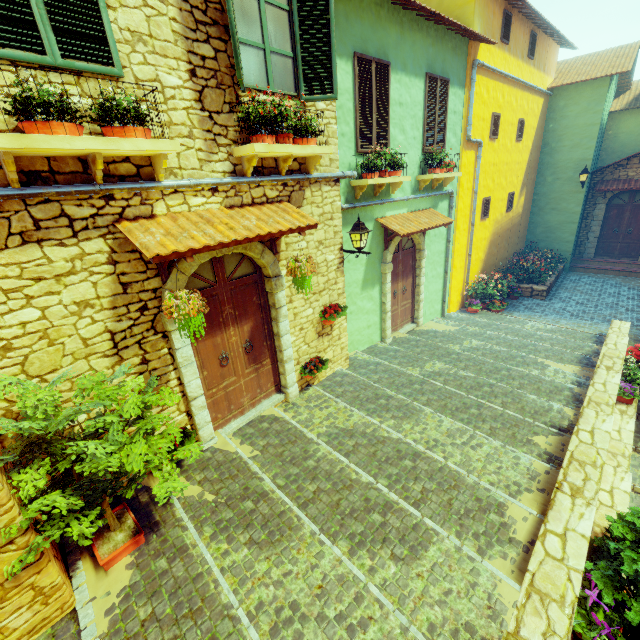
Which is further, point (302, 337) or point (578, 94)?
point (578, 94)

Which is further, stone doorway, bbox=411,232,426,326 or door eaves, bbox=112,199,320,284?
stone doorway, bbox=411,232,426,326

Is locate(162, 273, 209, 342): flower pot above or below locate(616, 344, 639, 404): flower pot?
above

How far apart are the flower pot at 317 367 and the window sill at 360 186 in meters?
3.6

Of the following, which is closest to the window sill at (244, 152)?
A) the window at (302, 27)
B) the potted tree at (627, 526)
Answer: the window at (302, 27)

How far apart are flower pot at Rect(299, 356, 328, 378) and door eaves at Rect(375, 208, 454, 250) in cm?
330

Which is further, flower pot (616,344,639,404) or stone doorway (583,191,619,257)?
stone doorway (583,191,619,257)

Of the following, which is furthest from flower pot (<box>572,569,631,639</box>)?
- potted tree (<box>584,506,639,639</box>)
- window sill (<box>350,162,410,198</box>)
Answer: window sill (<box>350,162,410,198</box>)
